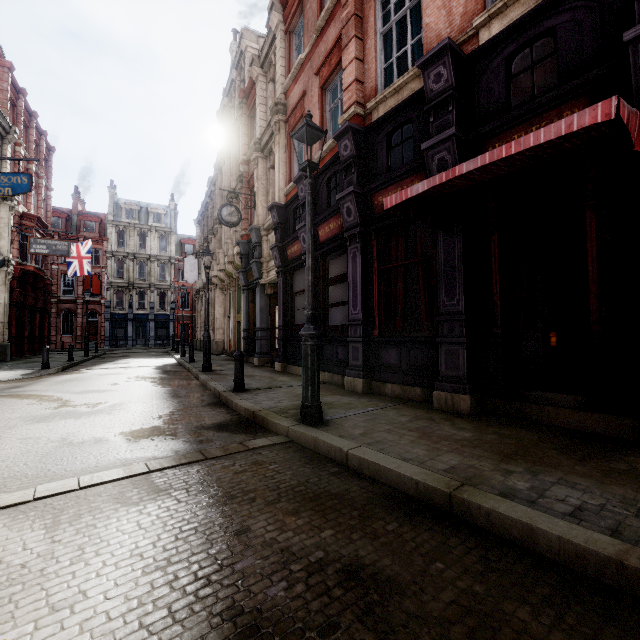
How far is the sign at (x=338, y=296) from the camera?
8.55m

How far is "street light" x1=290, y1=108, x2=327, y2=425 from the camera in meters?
4.8 m

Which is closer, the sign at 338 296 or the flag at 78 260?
the sign at 338 296

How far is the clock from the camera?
13.9m

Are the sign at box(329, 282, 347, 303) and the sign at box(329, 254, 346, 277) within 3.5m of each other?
yes

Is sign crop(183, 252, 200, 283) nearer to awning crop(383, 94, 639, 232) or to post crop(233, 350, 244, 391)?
post crop(233, 350, 244, 391)

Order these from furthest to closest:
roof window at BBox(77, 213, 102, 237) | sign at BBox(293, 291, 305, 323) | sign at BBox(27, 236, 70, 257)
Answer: roof window at BBox(77, 213, 102, 237) → sign at BBox(27, 236, 70, 257) → sign at BBox(293, 291, 305, 323)

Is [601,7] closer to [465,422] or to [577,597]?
[465,422]
